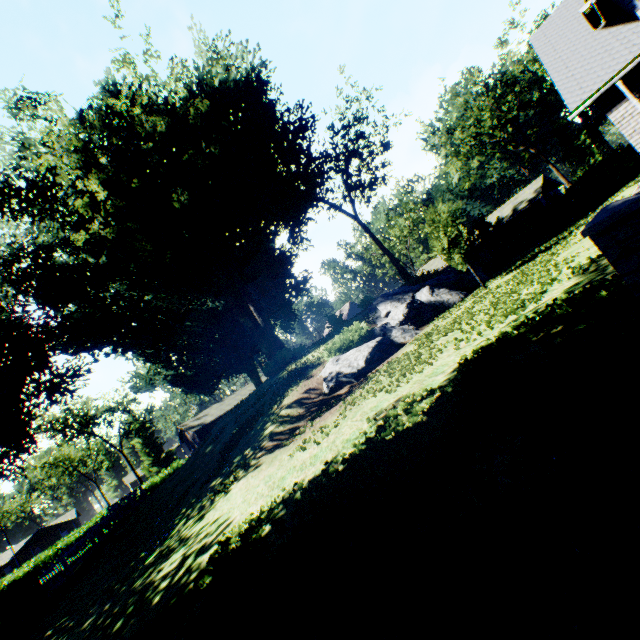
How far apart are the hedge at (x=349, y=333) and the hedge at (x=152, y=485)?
30.4m

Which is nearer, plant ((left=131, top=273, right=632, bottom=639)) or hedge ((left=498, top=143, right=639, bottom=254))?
plant ((left=131, top=273, right=632, bottom=639))

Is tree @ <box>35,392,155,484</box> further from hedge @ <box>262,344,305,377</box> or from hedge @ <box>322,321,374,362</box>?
hedge @ <box>322,321,374,362</box>

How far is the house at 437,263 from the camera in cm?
4691

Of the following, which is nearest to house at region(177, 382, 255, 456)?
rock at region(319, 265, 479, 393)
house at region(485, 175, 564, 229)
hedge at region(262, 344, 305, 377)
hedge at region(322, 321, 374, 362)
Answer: house at region(485, 175, 564, 229)

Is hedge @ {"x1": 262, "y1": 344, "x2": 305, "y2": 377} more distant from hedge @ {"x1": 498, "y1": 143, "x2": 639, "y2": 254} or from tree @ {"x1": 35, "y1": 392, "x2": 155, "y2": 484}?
tree @ {"x1": 35, "y1": 392, "x2": 155, "y2": 484}

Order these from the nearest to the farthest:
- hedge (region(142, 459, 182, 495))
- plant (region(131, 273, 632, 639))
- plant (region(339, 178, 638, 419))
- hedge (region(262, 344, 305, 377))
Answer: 1. plant (region(131, 273, 632, 639))
2. plant (region(339, 178, 638, 419))
3. hedge (region(262, 344, 305, 377))
4. hedge (region(142, 459, 182, 495))

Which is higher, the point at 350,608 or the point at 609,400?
the point at 609,400
